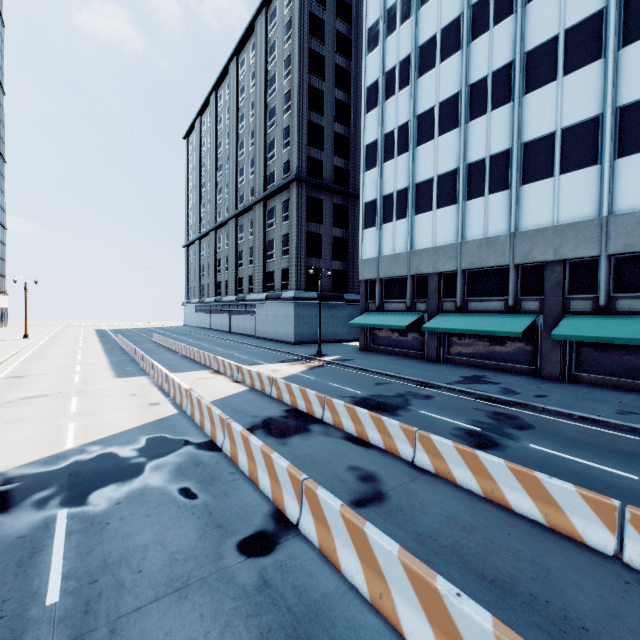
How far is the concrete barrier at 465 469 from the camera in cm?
554

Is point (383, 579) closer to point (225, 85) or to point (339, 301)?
point (339, 301)

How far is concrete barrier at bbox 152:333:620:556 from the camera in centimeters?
554cm

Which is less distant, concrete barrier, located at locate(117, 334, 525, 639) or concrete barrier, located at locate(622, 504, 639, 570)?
concrete barrier, located at locate(117, 334, 525, 639)

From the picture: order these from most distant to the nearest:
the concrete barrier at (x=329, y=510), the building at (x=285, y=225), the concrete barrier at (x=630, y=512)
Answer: the building at (x=285, y=225), the concrete barrier at (x=630, y=512), the concrete barrier at (x=329, y=510)

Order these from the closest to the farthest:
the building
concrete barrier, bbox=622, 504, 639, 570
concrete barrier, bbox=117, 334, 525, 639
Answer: concrete barrier, bbox=117, 334, 525, 639
concrete barrier, bbox=622, 504, 639, 570
the building

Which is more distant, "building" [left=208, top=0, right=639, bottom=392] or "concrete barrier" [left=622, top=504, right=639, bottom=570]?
"building" [left=208, top=0, right=639, bottom=392]
